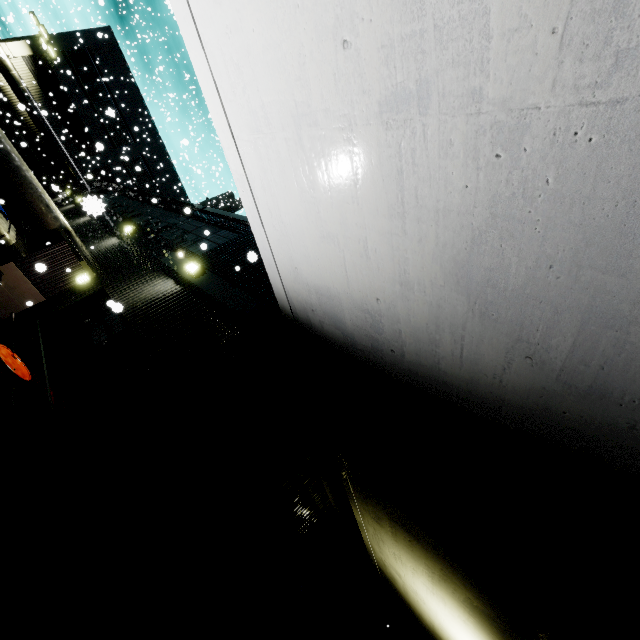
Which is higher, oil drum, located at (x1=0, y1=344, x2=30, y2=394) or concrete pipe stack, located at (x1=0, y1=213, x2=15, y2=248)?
oil drum, located at (x1=0, y1=344, x2=30, y2=394)

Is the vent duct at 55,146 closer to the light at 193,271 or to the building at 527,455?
the building at 527,455

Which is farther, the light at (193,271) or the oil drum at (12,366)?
the light at (193,271)

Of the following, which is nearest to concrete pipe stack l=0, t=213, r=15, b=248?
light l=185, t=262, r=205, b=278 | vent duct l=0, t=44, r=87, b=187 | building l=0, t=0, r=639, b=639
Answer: building l=0, t=0, r=639, b=639

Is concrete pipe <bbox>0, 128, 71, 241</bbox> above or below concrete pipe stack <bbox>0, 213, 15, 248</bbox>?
above

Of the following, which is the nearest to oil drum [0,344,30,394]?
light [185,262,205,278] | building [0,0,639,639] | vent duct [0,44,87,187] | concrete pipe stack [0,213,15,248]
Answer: building [0,0,639,639]

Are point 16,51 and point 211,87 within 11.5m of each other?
no

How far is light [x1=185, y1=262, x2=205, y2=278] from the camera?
7.2m
